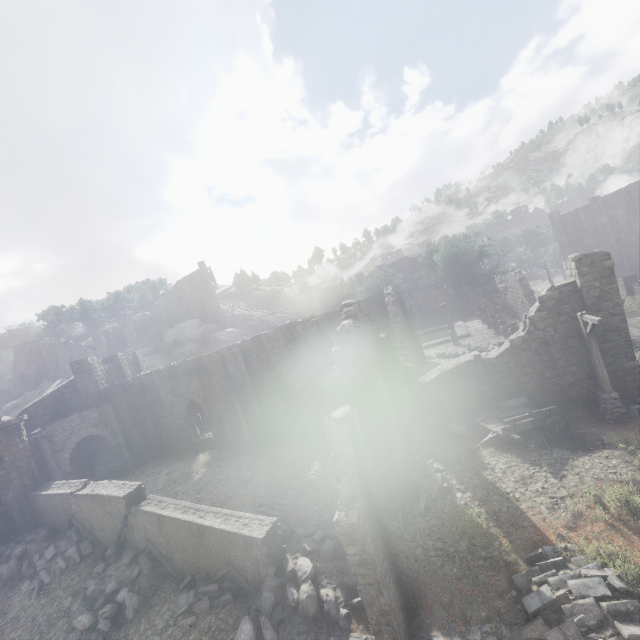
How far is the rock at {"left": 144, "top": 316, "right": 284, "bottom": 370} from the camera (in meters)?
47.78

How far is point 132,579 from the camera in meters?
11.9 m

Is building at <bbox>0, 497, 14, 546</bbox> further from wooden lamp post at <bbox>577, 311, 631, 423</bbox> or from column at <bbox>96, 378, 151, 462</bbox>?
wooden lamp post at <bbox>577, 311, 631, 423</bbox>

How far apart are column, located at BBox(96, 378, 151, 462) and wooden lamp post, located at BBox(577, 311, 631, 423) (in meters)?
27.93

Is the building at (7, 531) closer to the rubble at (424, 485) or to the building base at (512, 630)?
the rubble at (424, 485)

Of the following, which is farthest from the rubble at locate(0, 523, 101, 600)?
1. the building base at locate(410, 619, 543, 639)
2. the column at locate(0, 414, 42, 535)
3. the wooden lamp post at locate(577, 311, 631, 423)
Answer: the wooden lamp post at locate(577, 311, 631, 423)

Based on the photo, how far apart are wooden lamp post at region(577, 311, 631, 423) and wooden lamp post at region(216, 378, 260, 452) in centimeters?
1749cm

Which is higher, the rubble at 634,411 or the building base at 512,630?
the rubble at 634,411
